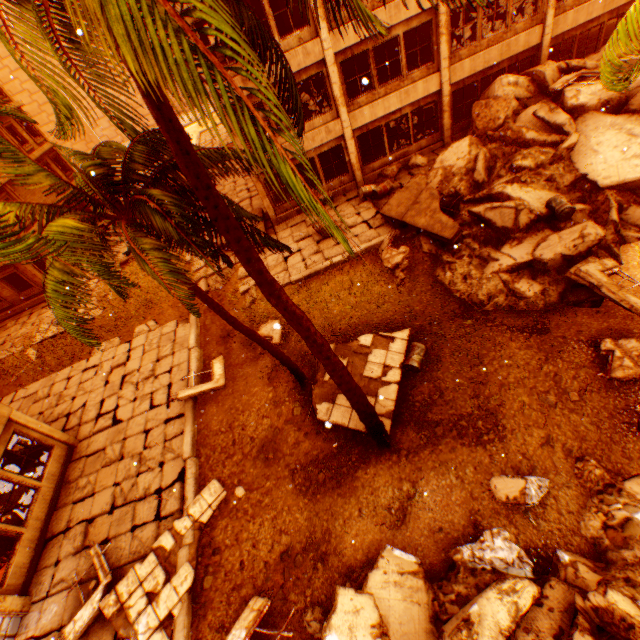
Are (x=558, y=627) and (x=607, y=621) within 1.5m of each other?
yes

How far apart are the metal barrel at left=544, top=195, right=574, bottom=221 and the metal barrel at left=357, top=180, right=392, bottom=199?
6.6 meters

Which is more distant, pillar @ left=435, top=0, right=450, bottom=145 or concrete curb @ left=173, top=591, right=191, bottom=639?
pillar @ left=435, top=0, right=450, bottom=145

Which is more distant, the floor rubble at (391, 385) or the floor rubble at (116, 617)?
the floor rubble at (391, 385)

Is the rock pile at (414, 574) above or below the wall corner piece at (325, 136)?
below

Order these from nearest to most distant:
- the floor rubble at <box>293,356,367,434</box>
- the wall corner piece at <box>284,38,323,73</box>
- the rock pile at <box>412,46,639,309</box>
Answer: the floor rubble at <box>293,356,367,434</box>
the rock pile at <box>412,46,639,309</box>
the wall corner piece at <box>284,38,323,73</box>

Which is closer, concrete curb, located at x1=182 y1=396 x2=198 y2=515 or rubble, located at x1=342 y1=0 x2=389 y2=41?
rubble, located at x1=342 y1=0 x2=389 y2=41

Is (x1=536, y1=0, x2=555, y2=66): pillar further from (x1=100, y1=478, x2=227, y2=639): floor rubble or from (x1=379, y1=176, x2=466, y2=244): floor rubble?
(x1=100, y1=478, x2=227, y2=639): floor rubble
